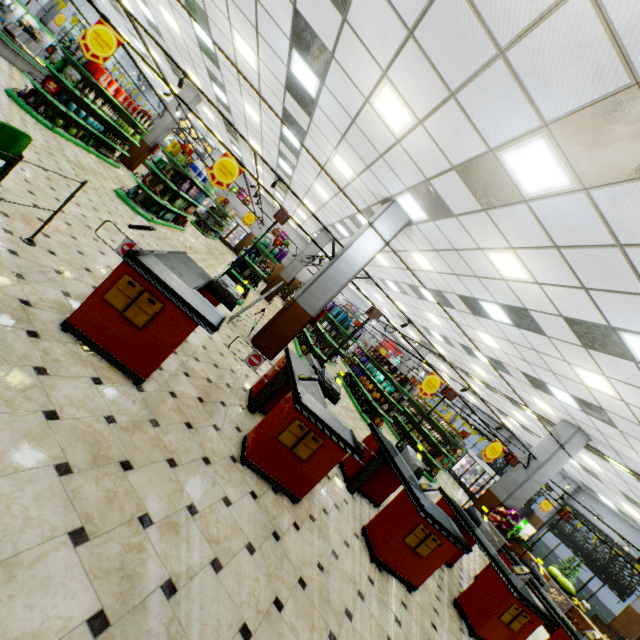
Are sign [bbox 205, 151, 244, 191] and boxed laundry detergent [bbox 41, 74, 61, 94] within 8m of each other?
yes

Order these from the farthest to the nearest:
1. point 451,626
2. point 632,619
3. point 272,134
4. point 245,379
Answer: point 632,619, point 272,134, point 245,379, point 451,626

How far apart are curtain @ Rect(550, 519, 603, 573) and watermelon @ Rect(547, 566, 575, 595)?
6.99m

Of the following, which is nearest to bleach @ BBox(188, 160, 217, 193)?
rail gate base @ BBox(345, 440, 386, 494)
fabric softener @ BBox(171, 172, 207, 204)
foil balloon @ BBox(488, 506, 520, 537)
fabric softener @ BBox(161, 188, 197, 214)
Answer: fabric softener @ BBox(171, 172, 207, 204)

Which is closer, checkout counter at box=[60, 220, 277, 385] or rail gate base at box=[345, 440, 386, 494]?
checkout counter at box=[60, 220, 277, 385]

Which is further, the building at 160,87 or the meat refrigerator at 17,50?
the building at 160,87

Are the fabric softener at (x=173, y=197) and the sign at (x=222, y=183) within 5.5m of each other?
yes

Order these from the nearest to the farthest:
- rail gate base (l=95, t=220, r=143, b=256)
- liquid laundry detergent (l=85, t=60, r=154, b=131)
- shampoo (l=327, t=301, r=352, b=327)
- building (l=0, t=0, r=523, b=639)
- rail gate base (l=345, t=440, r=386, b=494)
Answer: building (l=0, t=0, r=523, b=639), rail gate base (l=95, t=220, r=143, b=256), rail gate base (l=345, t=440, r=386, b=494), liquid laundry detergent (l=85, t=60, r=154, b=131), shampoo (l=327, t=301, r=352, b=327)
